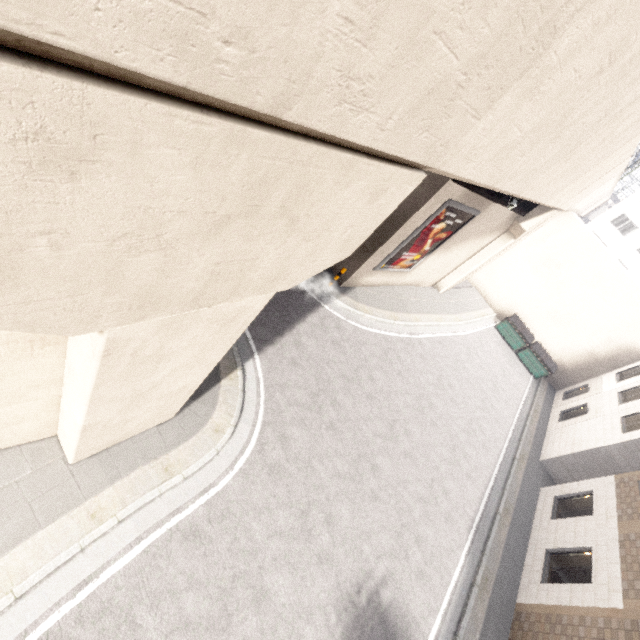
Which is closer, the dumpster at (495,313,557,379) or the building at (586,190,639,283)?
the dumpster at (495,313,557,379)

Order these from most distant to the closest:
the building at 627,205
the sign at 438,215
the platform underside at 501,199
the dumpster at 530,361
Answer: the building at 627,205 → the dumpster at 530,361 → the sign at 438,215 → the platform underside at 501,199

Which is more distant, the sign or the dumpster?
the dumpster

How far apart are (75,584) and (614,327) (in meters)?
26.71

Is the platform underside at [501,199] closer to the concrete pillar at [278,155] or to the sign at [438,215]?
the sign at [438,215]

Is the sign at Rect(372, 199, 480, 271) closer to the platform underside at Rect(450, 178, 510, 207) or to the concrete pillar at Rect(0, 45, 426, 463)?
the platform underside at Rect(450, 178, 510, 207)

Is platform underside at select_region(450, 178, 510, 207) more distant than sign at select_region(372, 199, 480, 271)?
No

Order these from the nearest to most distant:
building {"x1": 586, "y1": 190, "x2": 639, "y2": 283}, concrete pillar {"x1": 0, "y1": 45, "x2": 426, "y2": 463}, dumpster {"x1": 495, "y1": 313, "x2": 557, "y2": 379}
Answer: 1. concrete pillar {"x1": 0, "y1": 45, "x2": 426, "y2": 463}
2. dumpster {"x1": 495, "y1": 313, "x2": 557, "y2": 379}
3. building {"x1": 586, "y1": 190, "x2": 639, "y2": 283}
